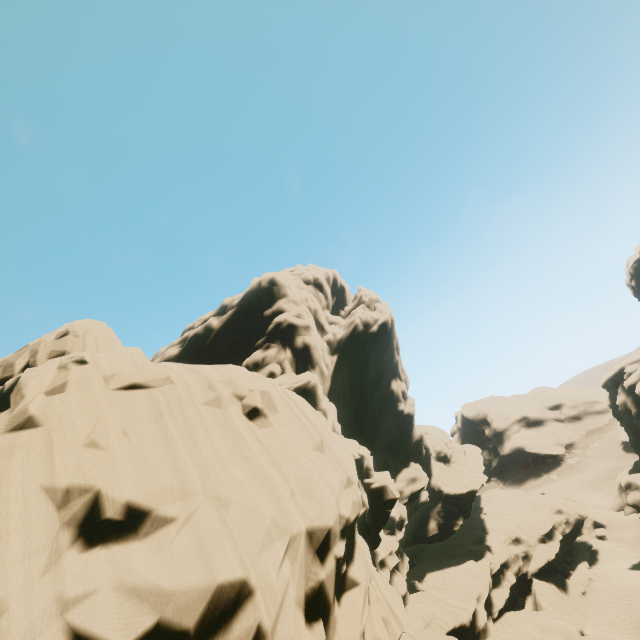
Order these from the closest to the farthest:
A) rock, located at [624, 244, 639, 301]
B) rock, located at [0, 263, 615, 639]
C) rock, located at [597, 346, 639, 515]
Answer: rock, located at [0, 263, 615, 639]
rock, located at [597, 346, 639, 515]
rock, located at [624, 244, 639, 301]

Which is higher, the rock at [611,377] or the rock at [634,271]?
the rock at [634,271]

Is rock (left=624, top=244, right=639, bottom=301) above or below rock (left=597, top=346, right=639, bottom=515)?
above

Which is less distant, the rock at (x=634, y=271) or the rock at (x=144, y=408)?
the rock at (x=144, y=408)

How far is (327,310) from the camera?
39.72m

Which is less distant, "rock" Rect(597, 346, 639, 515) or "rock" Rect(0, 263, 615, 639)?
"rock" Rect(0, 263, 615, 639)
